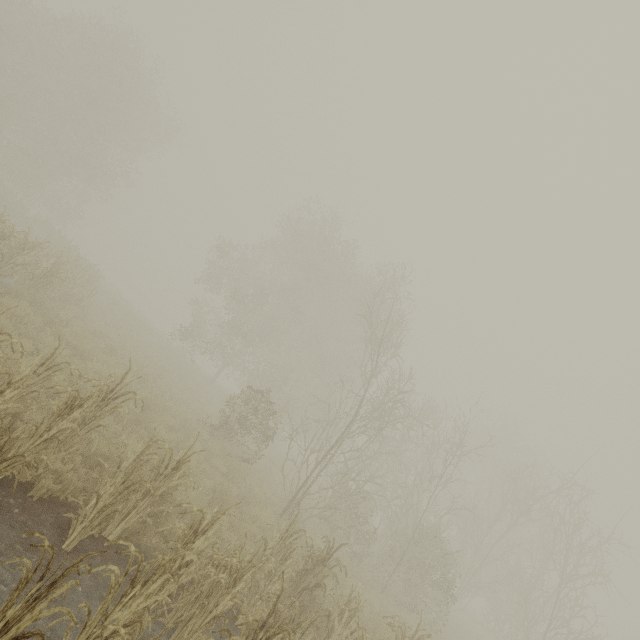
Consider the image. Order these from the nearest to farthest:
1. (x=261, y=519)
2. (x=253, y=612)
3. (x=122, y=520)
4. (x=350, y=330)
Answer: (x=122, y=520) < (x=253, y=612) < (x=261, y=519) < (x=350, y=330)
